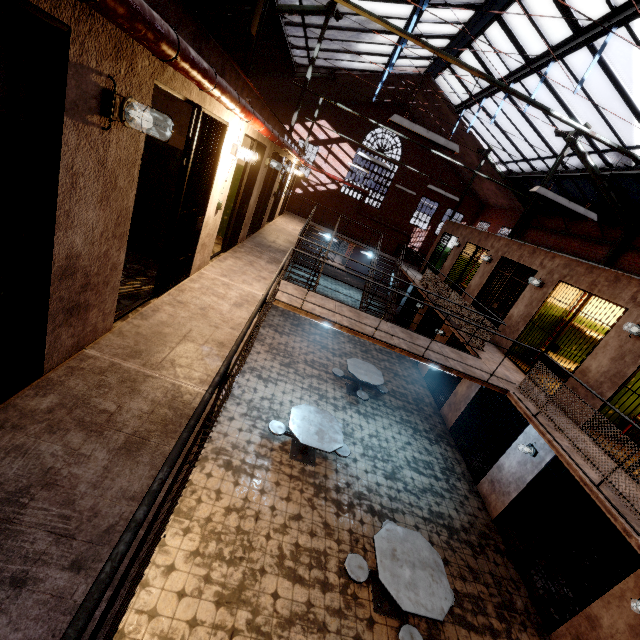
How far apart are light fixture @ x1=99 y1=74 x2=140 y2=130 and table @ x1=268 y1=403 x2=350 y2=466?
5.4 meters

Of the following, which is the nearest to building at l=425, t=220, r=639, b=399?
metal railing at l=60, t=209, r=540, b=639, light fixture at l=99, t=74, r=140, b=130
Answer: metal railing at l=60, t=209, r=540, b=639

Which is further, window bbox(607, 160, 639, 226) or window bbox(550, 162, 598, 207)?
window bbox(550, 162, 598, 207)

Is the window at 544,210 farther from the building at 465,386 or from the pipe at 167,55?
the building at 465,386

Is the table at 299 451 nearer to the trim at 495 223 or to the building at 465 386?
the building at 465 386

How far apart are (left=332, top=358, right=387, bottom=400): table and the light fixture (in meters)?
7.95

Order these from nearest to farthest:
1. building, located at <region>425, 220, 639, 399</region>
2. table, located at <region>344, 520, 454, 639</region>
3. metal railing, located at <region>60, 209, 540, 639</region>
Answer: metal railing, located at <region>60, 209, 540, 639</region>, table, located at <region>344, 520, 454, 639</region>, building, located at <region>425, 220, 639, 399</region>

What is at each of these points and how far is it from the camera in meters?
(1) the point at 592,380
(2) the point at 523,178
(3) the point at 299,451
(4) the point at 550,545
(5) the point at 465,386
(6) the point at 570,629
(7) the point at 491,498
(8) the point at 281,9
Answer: (1) building, 6.5 m
(2) window, 15.0 m
(3) table, 7.0 m
(4) metal bar, 6.2 m
(5) building, 10.3 m
(6) building, 5.3 m
(7) building, 7.8 m
(8) support beam, 8.9 m
